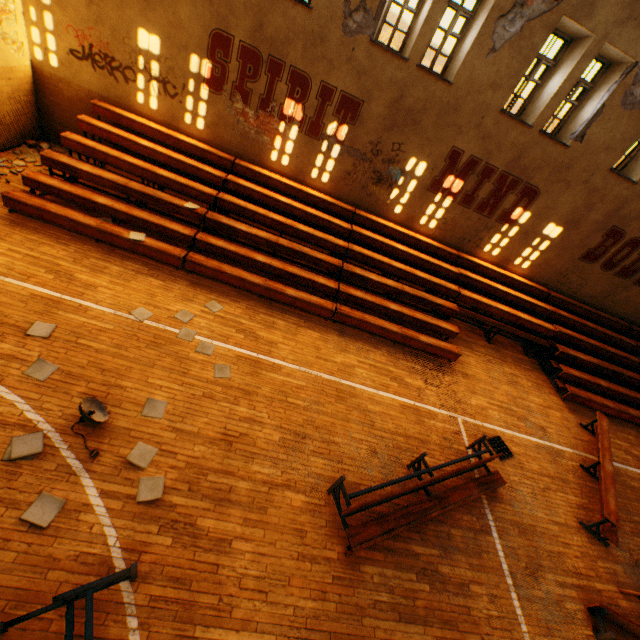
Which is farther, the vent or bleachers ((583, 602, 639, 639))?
the vent

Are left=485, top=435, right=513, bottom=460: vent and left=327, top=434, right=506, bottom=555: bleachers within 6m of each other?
yes

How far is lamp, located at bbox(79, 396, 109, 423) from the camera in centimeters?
471cm

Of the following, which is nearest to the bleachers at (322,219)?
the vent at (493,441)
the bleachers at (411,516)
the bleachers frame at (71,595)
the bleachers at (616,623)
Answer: the vent at (493,441)

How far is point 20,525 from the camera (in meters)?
3.88

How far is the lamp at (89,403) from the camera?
4.7m

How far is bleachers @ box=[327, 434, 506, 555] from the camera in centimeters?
502cm

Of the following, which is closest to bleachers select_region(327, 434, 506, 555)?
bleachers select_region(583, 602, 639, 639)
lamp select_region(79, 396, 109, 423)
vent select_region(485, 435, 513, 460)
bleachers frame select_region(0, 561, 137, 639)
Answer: vent select_region(485, 435, 513, 460)
